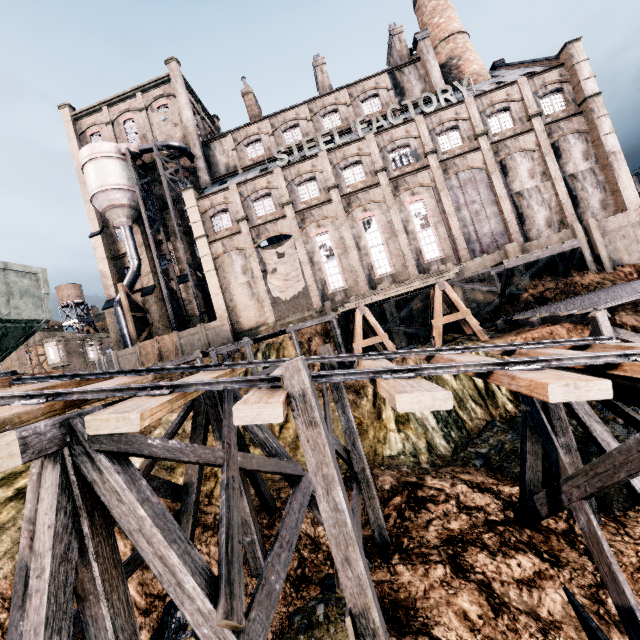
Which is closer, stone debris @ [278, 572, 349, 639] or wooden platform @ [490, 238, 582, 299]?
stone debris @ [278, 572, 349, 639]

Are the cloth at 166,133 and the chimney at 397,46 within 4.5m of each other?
no

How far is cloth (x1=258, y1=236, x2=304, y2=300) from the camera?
30.1 meters

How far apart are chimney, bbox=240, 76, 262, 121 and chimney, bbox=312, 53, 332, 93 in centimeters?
754cm

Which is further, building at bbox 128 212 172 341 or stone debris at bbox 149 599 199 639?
building at bbox 128 212 172 341

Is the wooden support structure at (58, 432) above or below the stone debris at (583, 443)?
above

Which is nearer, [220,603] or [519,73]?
[220,603]

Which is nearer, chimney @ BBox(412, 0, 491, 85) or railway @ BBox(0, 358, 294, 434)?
railway @ BBox(0, 358, 294, 434)
